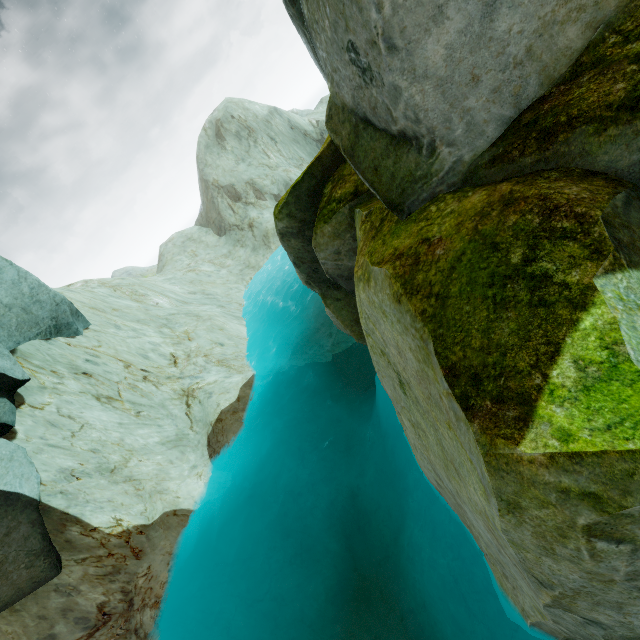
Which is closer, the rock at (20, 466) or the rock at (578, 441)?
the rock at (578, 441)

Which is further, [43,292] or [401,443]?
[43,292]

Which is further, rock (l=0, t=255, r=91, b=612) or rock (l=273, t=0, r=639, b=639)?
rock (l=0, t=255, r=91, b=612)
